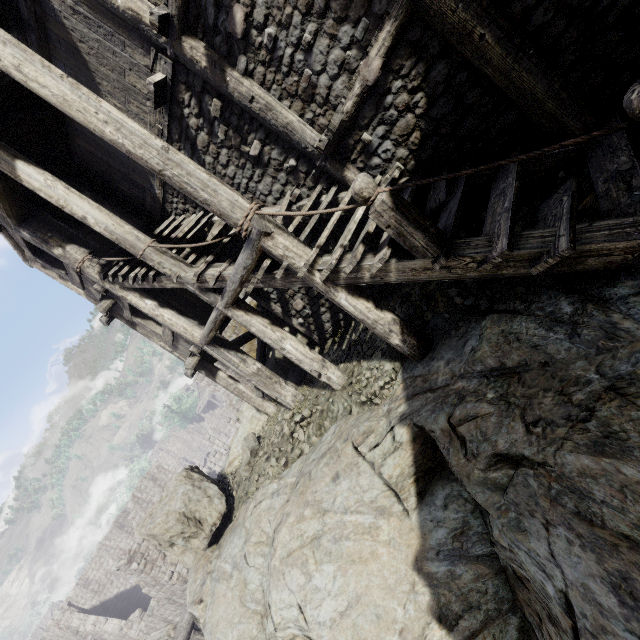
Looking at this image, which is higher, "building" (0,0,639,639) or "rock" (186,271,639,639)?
"building" (0,0,639,639)

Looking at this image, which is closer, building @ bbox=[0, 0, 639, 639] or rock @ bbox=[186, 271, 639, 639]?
rock @ bbox=[186, 271, 639, 639]

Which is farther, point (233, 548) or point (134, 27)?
point (233, 548)

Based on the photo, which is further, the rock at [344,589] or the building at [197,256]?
the building at [197,256]

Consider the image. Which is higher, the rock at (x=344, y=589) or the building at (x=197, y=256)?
the building at (x=197, y=256)
